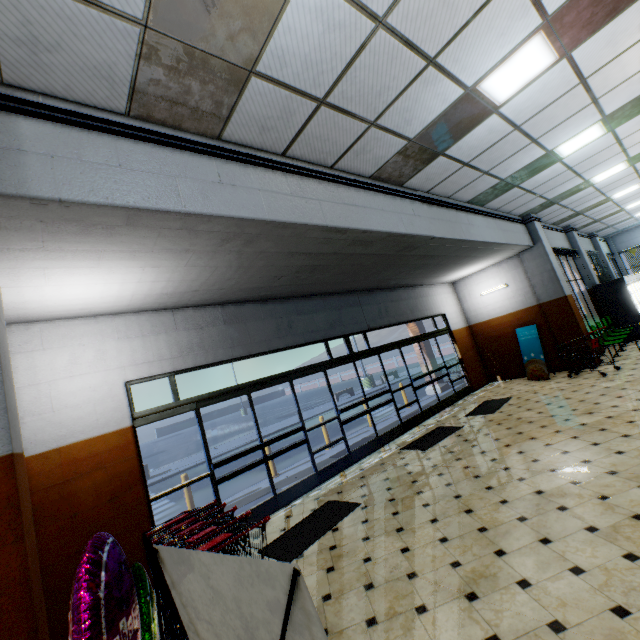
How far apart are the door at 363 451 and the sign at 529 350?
4.77m

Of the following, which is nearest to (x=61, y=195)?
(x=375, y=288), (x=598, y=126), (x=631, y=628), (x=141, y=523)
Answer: (x=141, y=523)

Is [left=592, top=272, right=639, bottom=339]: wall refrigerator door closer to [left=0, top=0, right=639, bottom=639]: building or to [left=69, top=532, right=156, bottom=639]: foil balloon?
[left=0, top=0, right=639, bottom=639]: building

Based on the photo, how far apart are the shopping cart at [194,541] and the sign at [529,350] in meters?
9.9 m

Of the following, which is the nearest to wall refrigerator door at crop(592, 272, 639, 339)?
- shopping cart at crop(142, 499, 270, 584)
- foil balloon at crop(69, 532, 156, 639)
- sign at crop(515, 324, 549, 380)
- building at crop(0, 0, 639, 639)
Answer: building at crop(0, 0, 639, 639)

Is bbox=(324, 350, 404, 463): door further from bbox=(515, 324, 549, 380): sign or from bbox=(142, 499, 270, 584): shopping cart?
bbox=(515, 324, 549, 380): sign

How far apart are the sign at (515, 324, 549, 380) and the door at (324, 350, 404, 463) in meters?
4.8

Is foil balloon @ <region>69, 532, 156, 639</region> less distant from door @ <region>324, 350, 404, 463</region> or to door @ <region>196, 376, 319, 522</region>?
door @ <region>196, 376, 319, 522</region>
